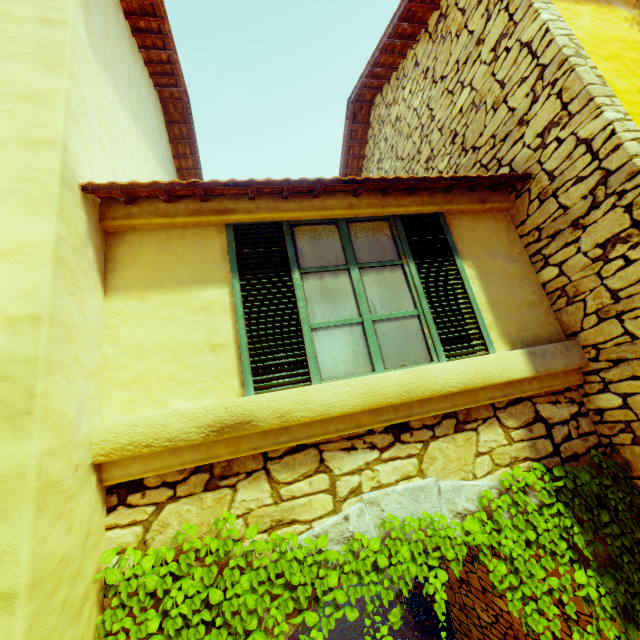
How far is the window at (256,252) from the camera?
2.6m

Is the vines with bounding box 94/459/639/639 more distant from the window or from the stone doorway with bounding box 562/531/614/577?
the window

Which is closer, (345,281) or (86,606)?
(86,606)

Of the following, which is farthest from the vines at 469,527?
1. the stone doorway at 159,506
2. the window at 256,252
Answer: the window at 256,252

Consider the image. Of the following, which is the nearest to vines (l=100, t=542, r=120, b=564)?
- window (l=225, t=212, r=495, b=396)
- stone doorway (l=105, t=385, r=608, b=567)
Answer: stone doorway (l=105, t=385, r=608, b=567)

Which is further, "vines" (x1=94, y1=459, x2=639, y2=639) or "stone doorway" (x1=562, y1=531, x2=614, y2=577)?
"stone doorway" (x1=562, y1=531, x2=614, y2=577)

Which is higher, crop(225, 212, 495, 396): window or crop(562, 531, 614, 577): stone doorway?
crop(225, 212, 495, 396): window
